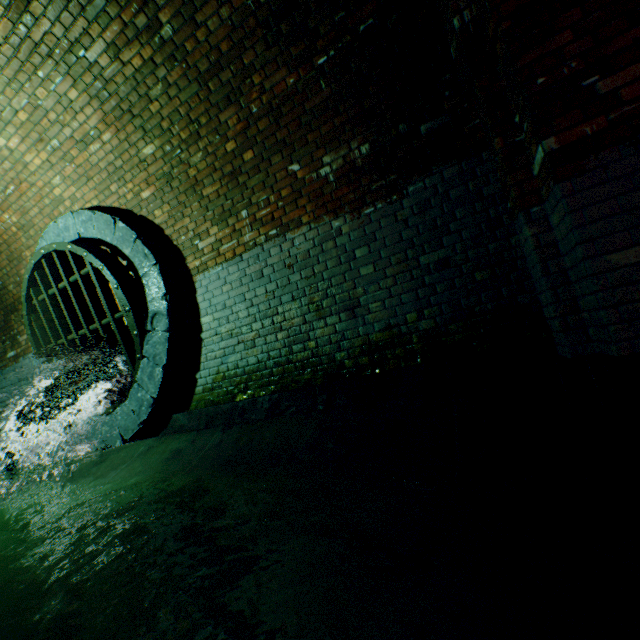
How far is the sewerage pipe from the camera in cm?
399

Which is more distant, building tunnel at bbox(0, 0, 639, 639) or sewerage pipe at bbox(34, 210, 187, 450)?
sewerage pipe at bbox(34, 210, 187, 450)

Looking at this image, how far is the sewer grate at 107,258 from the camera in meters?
4.1 m

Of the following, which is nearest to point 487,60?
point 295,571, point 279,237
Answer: point 279,237

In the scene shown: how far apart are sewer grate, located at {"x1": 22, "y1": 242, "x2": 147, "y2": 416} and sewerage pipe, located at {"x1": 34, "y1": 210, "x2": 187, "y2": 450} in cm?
1

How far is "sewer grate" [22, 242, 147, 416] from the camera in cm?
412

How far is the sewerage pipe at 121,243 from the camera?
3.99m

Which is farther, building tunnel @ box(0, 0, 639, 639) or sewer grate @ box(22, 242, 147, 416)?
sewer grate @ box(22, 242, 147, 416)
